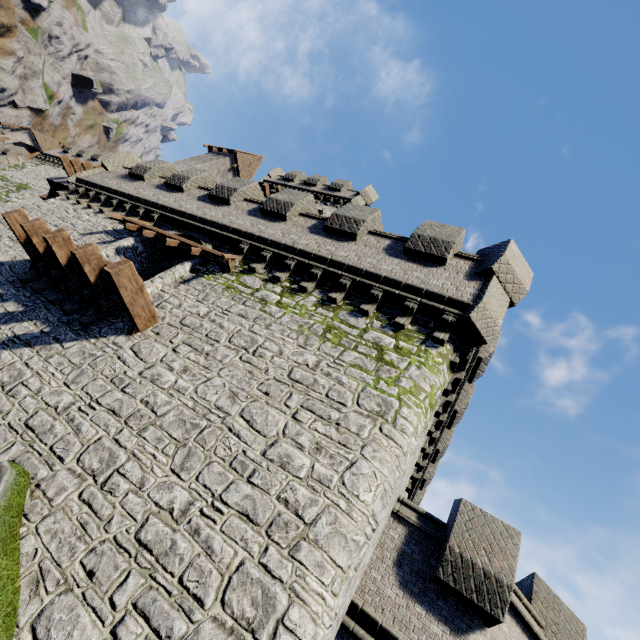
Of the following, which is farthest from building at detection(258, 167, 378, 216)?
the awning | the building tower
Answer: the awning

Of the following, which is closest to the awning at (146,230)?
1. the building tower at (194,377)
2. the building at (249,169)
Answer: the building tower at (194,377)

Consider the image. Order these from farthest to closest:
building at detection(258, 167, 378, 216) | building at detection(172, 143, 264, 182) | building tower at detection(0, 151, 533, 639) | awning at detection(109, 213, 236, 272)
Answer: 1. building at detection(172, 143, 264, 182)
2. building at detection(258, 167, 378, 216)
3. awning at detection(109, 213, 236, 272)
4. building tower at detection(0, 151, 533, 639)

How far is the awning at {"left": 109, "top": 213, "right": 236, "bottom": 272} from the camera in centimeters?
1013cm

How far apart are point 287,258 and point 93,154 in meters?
37.5 m

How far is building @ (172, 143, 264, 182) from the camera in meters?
28.4 m

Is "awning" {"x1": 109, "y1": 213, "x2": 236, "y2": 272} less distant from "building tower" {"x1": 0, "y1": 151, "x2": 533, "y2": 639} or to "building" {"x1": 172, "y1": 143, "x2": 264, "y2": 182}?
"building tower" {"x1": 0, "y1": 151, "x2": 533, "y2": 639}
